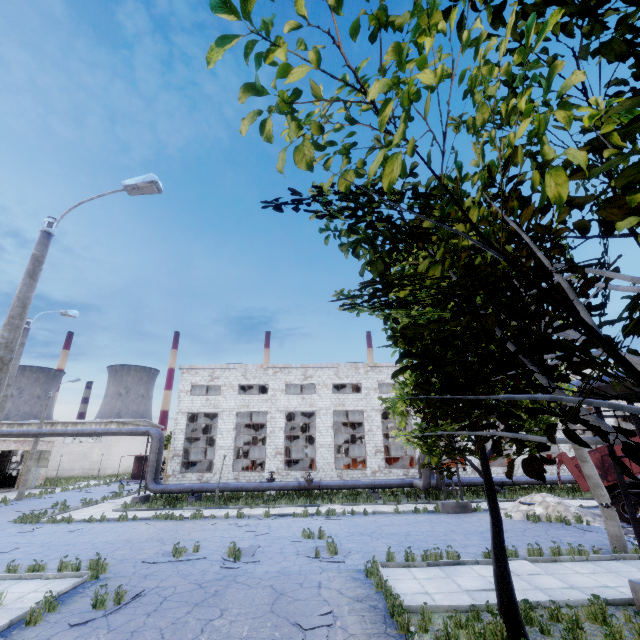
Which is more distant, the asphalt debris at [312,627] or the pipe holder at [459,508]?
the pipe holder at [459,508]

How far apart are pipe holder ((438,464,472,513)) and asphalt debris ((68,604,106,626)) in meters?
15.6 m

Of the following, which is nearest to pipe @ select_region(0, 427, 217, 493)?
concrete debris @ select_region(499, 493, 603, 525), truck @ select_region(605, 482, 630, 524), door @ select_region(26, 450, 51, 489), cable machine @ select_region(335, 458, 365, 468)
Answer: cable machine @ select_region(335, 458, 365, 468)

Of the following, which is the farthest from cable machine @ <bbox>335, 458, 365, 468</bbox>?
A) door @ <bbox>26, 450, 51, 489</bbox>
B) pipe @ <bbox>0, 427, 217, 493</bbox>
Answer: door @ <bbox>26, 450, 51, 489</bbox>

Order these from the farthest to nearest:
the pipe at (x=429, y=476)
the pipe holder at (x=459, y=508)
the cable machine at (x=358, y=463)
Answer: the cable machine at (x=358, y=463)
the pipe at (x=429, y=476)
the pipe holder at (x=459, y=508)

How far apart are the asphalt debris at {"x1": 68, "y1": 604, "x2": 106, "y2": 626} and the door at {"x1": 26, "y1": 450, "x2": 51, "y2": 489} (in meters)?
35.29

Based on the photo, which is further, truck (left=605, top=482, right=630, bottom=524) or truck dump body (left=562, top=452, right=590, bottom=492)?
truck dump body (left=562, top=452, right=590, bottom=492)

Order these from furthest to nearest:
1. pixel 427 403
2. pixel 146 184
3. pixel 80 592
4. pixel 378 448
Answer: pixel 378 448 → pixel 80 592 → pixel 146 184 → pixel 427 403
